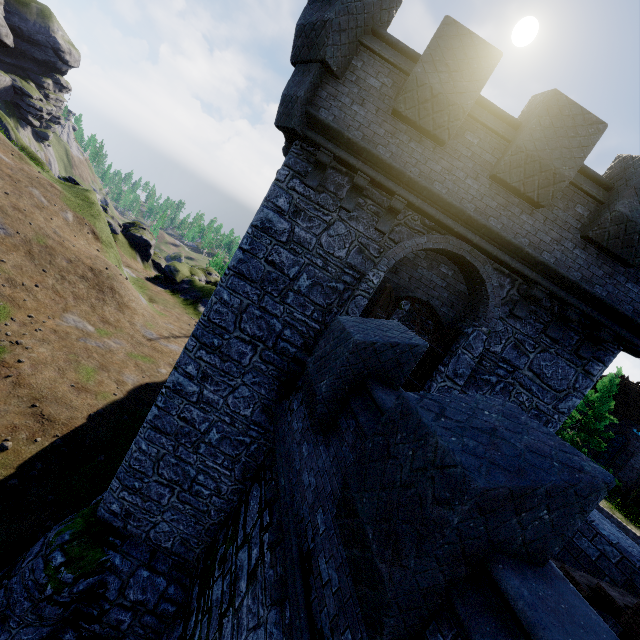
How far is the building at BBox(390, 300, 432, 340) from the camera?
14.5m

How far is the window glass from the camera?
28.14m

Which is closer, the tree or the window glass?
the tree

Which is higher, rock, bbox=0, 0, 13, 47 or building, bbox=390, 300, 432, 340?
rock, bbox=0, 0, 13, 47

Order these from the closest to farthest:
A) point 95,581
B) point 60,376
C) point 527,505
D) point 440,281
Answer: point 527,505 < point 95,581 < point 440,281 < point 60,376

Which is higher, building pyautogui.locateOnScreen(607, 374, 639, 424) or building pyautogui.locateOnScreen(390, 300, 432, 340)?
building pyautogui.locateOnScreen(607, 374, 639, 424)

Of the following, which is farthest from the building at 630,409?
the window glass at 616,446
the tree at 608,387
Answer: the tree at 608,387

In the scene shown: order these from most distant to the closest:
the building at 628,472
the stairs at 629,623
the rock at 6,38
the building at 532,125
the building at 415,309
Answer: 1. the rock at 6,38
2. the building at 628,472
3. the building at 415,309
4. the building at 532,125
5. the stairs at 629,623
